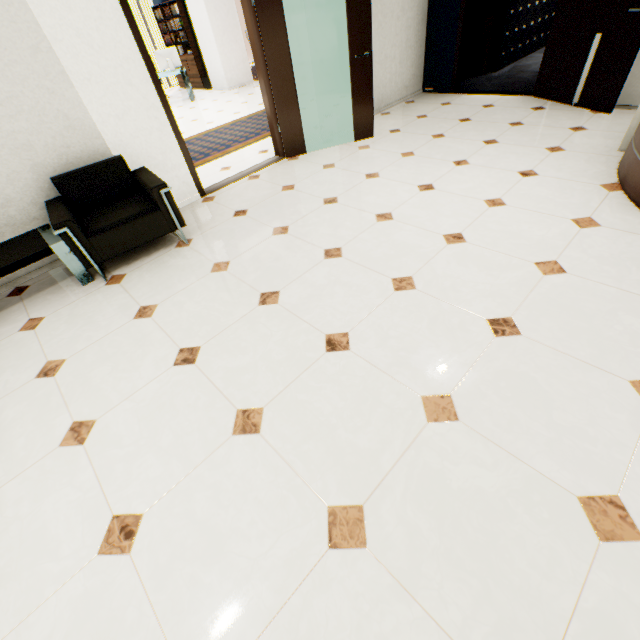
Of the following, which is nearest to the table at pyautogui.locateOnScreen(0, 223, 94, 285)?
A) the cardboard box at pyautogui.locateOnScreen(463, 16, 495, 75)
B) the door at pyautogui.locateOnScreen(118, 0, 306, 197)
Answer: the door at pyautogui.locateOnScreen(118, 0, 306, 197)

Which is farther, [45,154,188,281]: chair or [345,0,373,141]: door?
[345,0,373,141]: door

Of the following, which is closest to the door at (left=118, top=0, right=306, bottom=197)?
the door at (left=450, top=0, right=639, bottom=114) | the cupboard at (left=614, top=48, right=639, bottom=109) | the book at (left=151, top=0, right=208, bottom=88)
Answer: the door at (left=450, top=0, right=639, bottom=114)

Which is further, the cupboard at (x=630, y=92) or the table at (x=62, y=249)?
the cupboard at (x=630, y=92)

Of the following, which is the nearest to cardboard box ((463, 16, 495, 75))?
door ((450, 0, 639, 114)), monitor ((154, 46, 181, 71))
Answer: door ((450, 0, 639, 114))

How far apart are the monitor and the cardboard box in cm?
774

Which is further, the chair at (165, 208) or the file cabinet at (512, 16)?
the file cabinet at (512, 16)

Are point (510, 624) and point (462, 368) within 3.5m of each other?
yes
